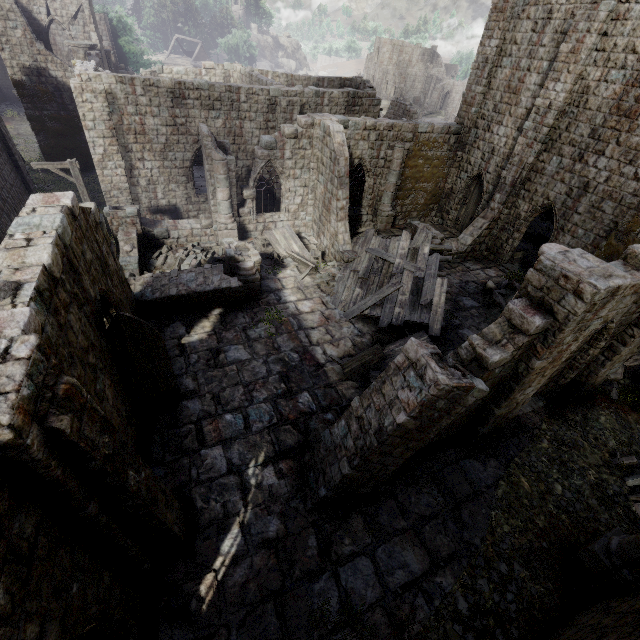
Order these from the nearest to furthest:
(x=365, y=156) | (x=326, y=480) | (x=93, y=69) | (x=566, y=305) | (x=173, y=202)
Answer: (x=566, y=305) < (x=326, y=480) < (x=93, y=69) < (x=365, y=156) < (x=173, y=202)

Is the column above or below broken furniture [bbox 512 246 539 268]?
above

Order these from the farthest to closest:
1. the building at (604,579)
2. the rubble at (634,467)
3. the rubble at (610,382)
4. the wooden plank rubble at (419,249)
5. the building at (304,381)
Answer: the wooden plank rubble at (419,249), the rubble at (610,382), the rubble at (634,467), the building at (604,579), the building at (304,381)

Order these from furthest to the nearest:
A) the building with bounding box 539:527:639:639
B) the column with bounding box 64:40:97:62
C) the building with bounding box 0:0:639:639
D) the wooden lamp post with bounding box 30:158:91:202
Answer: the column with bounding box 64:40:97:62 < the wooden lamp post with bounding box 30:158:91:202 < the building with bounding box 539:527:639:639 < the building with bounding box 0:0:639:639

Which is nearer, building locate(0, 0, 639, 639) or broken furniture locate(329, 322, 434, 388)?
building locate(0, 0, 639, 639)

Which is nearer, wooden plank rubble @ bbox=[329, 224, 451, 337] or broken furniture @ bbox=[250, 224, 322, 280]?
wooden plank rubble @ bbox=[329, 224, 451, 337]

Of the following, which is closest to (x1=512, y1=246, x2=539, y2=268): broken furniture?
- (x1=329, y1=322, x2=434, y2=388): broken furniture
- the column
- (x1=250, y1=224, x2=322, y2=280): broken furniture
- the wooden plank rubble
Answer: the wooden plank rubble

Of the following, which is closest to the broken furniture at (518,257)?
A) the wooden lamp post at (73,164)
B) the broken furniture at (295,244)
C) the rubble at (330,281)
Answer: the rubble at (330,281)
